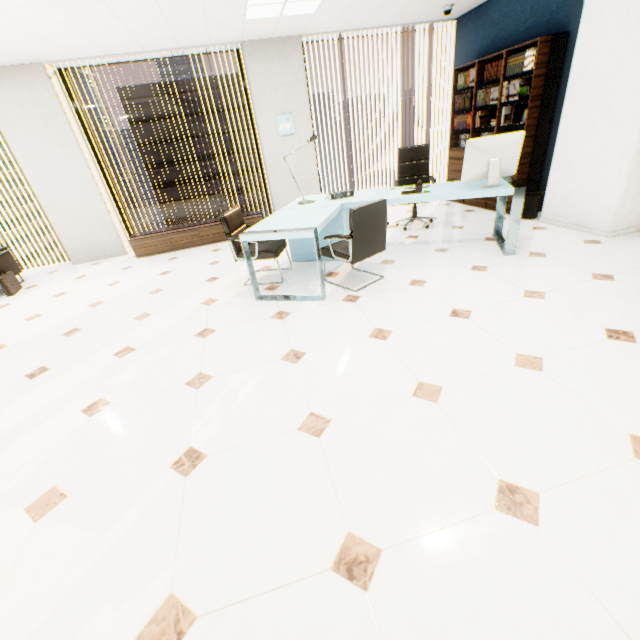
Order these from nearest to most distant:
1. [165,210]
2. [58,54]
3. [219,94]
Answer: [58,54] → [219,94] → [165,210]

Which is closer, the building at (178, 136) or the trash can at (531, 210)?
the trash can at (531, 210)

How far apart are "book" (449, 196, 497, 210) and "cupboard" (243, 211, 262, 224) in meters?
3.8 m

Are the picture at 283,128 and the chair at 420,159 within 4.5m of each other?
yes

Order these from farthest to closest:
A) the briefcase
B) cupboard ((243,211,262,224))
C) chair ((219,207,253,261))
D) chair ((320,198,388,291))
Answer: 1. cupboard ((243,211,262,224))
2. the briefcase
3. chair ((219,207,253,261))
4. chair ((320,198,388,291))

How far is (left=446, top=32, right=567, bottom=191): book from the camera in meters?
4.2

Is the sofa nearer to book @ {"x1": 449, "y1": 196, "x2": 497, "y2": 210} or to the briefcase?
Result: the briefcase

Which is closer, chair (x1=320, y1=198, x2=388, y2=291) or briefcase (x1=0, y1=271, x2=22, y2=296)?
chair (x1=320, y1=198, x2=388, y2=291)
